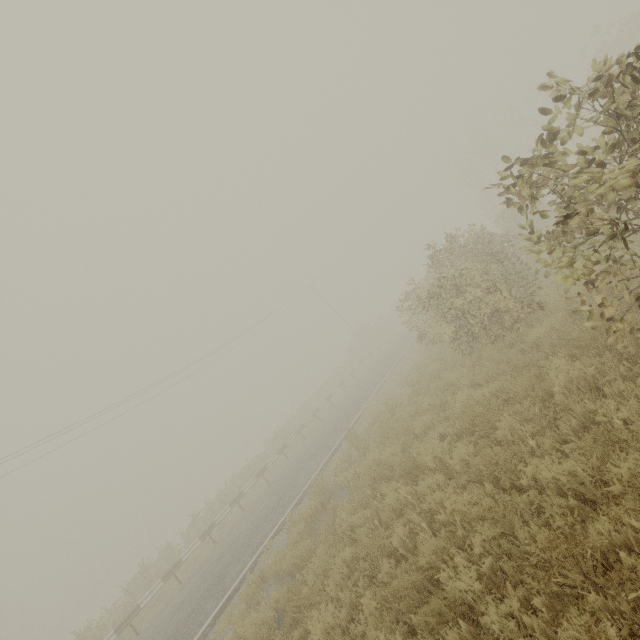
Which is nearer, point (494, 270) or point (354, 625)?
point (354, 625)
